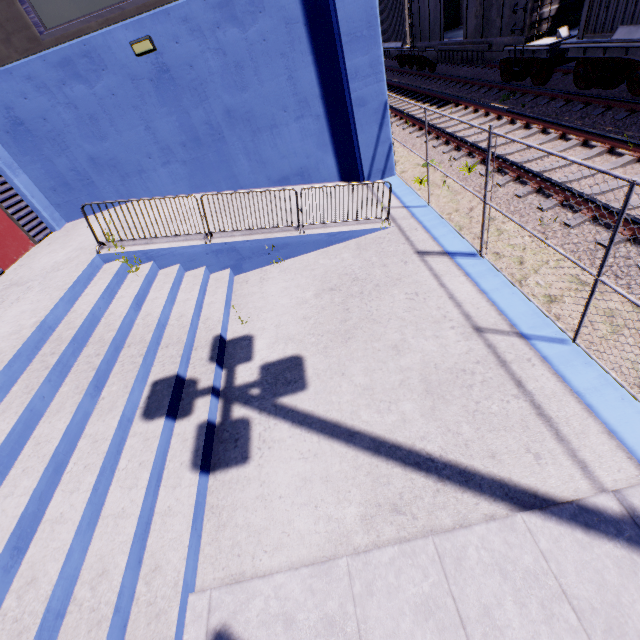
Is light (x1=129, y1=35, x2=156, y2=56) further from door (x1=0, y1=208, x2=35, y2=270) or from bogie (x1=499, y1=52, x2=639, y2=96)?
bogie (x1=499, y1=52, x2=639, y2=96)

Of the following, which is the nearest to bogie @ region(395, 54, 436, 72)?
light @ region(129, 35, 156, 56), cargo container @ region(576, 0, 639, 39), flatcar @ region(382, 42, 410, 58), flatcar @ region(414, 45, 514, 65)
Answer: flatcar @ region(414, 45, 514, 65)

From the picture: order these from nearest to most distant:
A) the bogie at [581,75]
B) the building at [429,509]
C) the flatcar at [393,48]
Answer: the building at [429,509], the bogie at [581,75], the flatcar at [393,48]

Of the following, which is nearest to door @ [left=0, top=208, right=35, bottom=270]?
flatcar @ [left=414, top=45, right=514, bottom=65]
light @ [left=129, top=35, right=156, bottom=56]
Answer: light @ [left=129, top=35, right=156, bottom=56]

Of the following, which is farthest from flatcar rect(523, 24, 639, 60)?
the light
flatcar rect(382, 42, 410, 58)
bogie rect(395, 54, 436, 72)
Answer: flatcar rect(382, 42, 410, 58)

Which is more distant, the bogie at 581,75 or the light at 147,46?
the bogie at 581,75

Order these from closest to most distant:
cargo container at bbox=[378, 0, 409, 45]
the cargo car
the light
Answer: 1. the light
2. the cargo car
3. cargo container at bbox=[378, 0, 409, 45]

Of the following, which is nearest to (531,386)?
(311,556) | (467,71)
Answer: (311,556)
